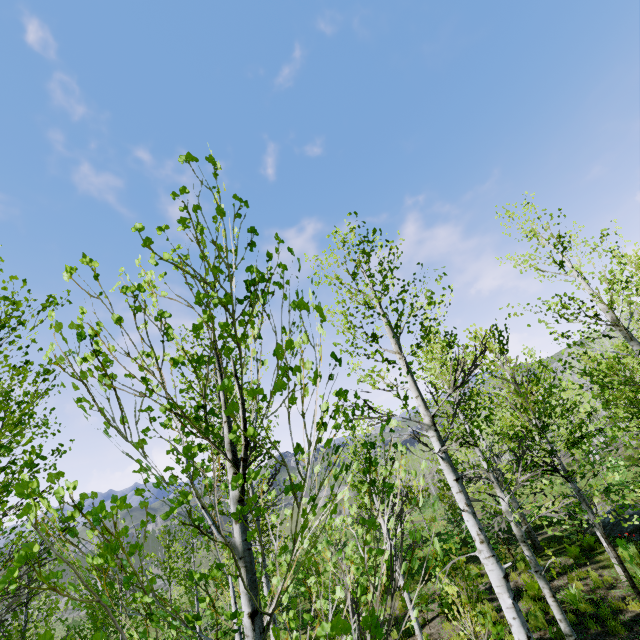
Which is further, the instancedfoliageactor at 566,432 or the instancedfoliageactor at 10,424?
the instancedfoliageactor at 10,424

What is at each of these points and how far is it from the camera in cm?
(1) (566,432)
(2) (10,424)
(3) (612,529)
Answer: (1) instancedfoliageactor, 2964
(2) instancedfoliageactor, 341
(3) rock, 1244

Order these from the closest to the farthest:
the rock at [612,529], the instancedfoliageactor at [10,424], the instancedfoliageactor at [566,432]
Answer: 1. the instancedfoliageactor at [566,432]
2. the instancedfoliageactor at [10,424]
3. the rock at [612,529]

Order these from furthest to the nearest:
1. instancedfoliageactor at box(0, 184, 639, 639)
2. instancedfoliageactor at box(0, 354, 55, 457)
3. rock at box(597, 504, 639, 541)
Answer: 1. rock at box(597, 504, 639, 541)
2. instancedfoliageactor at box(0, 354, 55, 457)
3. instancedfoliageactor at box(0, 184, 639, 639)

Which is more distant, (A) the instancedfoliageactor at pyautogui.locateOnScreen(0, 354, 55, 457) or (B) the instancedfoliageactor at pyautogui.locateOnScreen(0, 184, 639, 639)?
(A) the instancedfoliageactor at pyautogui.locateOnScreen(0, 354, 55, 457)

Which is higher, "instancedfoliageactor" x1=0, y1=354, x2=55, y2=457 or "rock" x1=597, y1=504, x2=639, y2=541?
"instancedfoliageactor" x1=0, y1=354, x2=55, y2=457

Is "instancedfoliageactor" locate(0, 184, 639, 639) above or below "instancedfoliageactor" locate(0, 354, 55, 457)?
below
